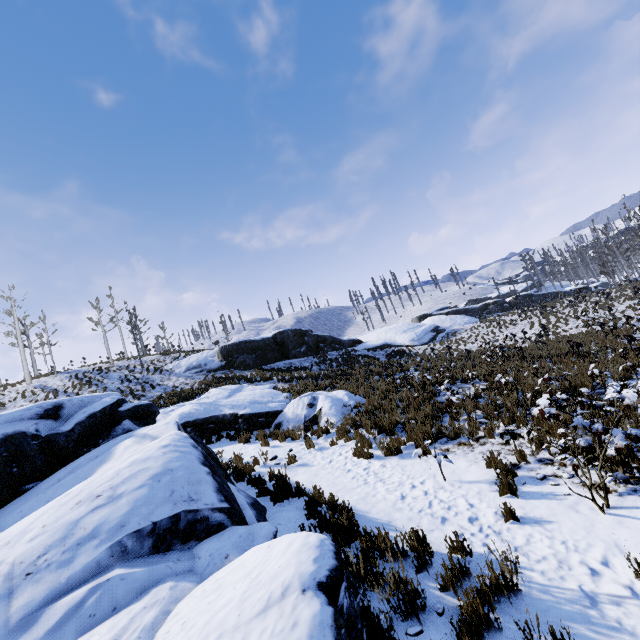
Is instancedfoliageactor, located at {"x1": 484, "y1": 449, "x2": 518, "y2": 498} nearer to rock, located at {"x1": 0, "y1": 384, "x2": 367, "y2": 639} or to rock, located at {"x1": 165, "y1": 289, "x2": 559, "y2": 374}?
rock, located at {"x1": 0, "y1": 384, "x2": 367, "y2": 639}

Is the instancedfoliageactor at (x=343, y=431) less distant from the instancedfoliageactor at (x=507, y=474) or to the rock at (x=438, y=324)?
the instancedfoliageactor at (x=507, y=474)

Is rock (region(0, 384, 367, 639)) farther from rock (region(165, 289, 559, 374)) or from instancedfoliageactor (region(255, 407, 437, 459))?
rock (region(165, 289, 559, 374))

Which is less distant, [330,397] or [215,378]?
[330,397]

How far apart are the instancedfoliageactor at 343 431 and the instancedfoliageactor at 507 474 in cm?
355

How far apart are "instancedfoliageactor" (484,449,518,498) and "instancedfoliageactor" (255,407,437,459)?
3.6m

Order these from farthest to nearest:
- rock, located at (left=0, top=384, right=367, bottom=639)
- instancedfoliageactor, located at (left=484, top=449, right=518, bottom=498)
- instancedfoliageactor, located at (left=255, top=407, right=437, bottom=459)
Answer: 1. instancedfoliageactor, located at (left=255, top=407, right=437, bottom=459)
2. instancedfoliageactor, located at (left=484, top=449, right=518, bottom=498)
3. rock, located at (left=0, top=384, right=367, bottom=639)

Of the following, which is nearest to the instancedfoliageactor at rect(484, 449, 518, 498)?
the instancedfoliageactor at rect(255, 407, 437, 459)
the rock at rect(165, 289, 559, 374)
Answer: the instancedfoliageactor at rect(255, 407, 437, 459)
